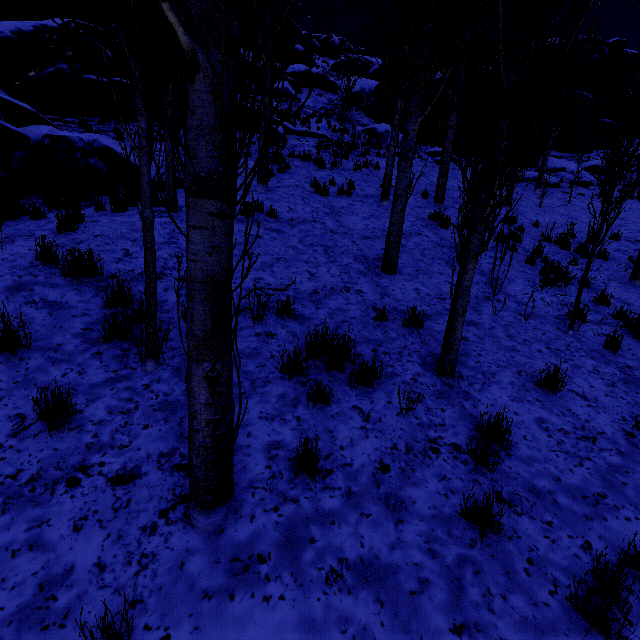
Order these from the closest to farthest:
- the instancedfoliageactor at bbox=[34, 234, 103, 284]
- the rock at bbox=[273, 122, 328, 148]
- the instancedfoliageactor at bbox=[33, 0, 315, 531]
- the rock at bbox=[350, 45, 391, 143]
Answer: the instancedfoliageactor at bbox=[33, 0, 315, 531] < the instancedfoliageactor at bbox=[34, 234, 103, 284] < the rock at bbox=[273, 122, 328, 148] < the rock at bbox=[350, 45, 391, 143]

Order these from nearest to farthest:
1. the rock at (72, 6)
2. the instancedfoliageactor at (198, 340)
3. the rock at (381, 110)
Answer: the instancedfoliageactor at (198, 340) → the rock at (72, 6) → the rock at (381, 110)

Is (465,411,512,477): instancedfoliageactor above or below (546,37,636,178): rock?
below

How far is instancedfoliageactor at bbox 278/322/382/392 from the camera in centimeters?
360cm

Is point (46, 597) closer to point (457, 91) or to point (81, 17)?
point (457, 91)

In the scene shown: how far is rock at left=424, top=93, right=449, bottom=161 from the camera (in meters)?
19.61

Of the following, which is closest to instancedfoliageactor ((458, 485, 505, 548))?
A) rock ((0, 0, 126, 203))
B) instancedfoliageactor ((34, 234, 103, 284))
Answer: rock ((0, 0, 126, 203))

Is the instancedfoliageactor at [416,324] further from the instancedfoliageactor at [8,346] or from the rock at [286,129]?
the instancedfoliageactor at [8,346]
